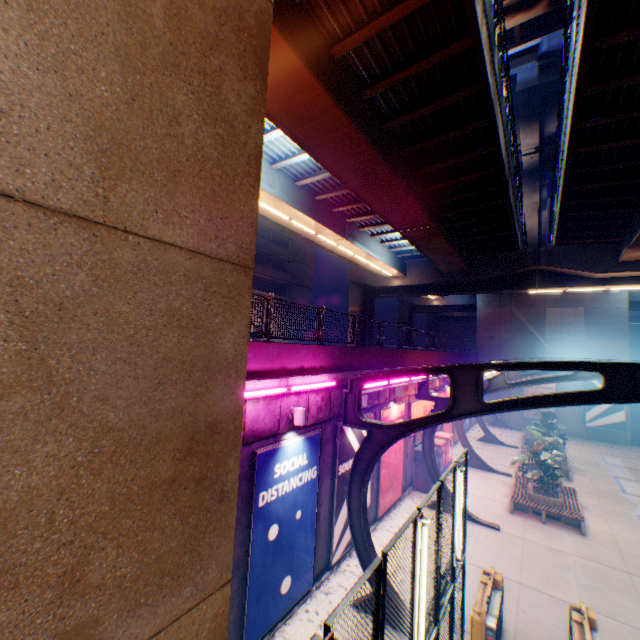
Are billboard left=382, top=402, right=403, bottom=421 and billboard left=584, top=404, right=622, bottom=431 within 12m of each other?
no

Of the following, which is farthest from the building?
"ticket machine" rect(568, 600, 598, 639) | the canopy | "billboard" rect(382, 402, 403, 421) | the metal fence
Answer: "ticket machine" rect(568, 600, 598, 639)

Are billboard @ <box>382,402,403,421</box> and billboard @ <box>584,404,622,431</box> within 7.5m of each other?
no

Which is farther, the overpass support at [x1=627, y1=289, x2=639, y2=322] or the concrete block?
the overpass support at [x1=627, y1=289, x2=639, y2=322]

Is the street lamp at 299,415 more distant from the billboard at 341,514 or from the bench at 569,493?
the bench at 569,493

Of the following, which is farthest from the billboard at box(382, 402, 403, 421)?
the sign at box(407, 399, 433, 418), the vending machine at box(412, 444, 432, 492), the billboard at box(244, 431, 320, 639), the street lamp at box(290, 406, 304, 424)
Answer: the street lamp at box(290, 406, 304, 424)

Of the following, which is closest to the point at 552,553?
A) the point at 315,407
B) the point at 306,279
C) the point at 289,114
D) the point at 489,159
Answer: the point at 315,407

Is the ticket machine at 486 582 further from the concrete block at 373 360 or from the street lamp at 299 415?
the concrete block at 373 360
